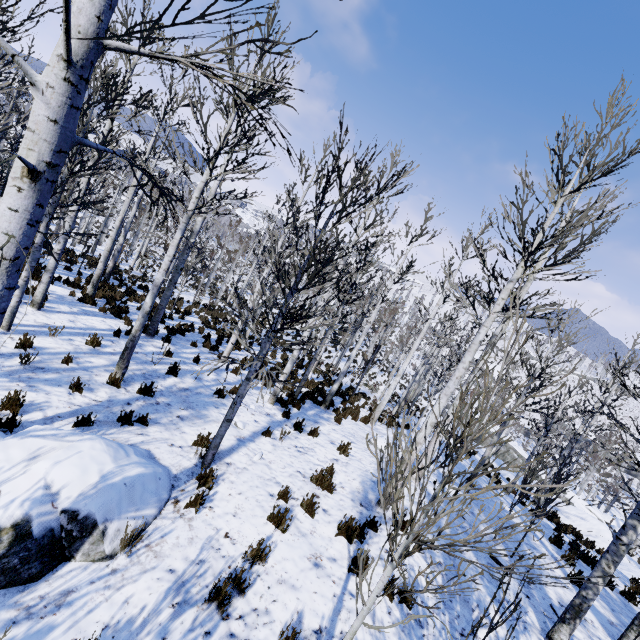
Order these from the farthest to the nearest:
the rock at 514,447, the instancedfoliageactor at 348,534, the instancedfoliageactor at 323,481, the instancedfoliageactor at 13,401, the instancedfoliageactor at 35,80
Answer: the rock at 514,447, the instancedfoliageactor at 323,481, the instancedfoliageactor at 348,534, the instancedfoliageactor at 13,401, the instancedfoliageactor at 35,80

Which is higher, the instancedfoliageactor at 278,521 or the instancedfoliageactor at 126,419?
the instancedfoliageactor at 278,521

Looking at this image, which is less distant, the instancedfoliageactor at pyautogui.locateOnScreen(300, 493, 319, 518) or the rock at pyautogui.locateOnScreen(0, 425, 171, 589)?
the rock at pyautogui.locateOnScreen(0, 425, 171, 589)

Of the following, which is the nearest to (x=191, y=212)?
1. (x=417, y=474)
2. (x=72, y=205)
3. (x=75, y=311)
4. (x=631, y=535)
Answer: (x=72, y=205)

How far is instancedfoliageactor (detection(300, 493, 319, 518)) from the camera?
5.63m

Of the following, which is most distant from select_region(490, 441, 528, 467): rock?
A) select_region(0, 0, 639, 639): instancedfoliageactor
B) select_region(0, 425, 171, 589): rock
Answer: select_region(0, 425, 171, 589): rock

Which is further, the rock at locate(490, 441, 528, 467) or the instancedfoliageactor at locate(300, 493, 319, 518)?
the rock at locate(490, 441, 528, 467)
